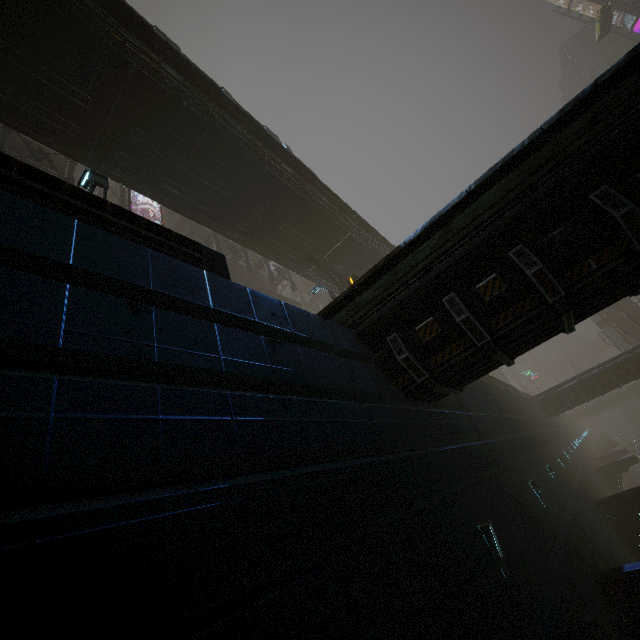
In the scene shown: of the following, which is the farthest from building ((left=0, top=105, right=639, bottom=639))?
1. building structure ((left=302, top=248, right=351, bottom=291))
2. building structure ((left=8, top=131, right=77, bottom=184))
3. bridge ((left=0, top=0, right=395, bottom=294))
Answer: building structure ((left=302, top=248, right=351, bottom=291))

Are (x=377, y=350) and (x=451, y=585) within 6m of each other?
yes

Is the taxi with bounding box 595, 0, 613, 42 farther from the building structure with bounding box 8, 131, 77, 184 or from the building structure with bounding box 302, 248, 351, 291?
the building structure with bounding box 302, 248, 351, 291

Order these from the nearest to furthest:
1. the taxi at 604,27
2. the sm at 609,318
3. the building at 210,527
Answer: the building at 210,527 → the sm at 609,318 → the taxi at 604,27

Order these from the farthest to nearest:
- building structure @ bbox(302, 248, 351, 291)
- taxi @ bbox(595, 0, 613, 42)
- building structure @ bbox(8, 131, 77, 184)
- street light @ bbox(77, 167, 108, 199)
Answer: taxi @ bbox(595, 0, 613, 42) < building structure @ bbox(302, 248, 351, 291) < building structure @ bbox(8, 131, 77, 184) < street light @ bbox(77, 167, 108, 199)

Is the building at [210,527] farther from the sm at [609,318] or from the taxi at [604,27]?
the taxi at [604,27]

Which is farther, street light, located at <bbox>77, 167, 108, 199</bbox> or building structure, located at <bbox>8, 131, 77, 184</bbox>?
building structure, located at <bbox>8, 131, 77, 184</bbox>

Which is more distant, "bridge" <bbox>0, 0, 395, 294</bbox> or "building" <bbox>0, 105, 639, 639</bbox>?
"bridge" <bbox>0, 0, 395, 294</bbox>
